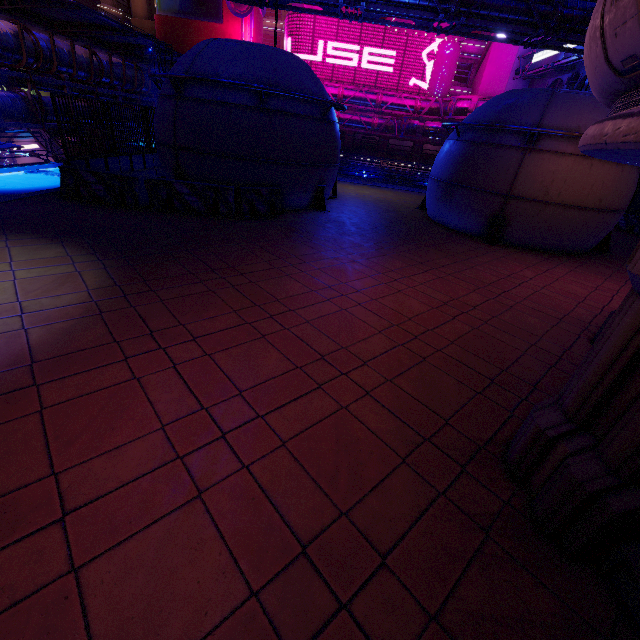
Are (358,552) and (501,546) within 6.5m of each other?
yes

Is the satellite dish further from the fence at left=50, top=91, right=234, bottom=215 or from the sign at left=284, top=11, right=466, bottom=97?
the fence at left=50, top=91, right=234, bottom=215

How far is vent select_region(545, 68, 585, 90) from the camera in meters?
27.4 m

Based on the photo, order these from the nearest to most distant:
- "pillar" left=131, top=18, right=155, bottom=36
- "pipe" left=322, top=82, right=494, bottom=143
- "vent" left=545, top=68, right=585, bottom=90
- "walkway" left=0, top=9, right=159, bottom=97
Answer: "walkway" left=0, top=9, right=159, bottom=97 → "vent" left=545, top=68, right=585, bottom=90 → "pipe" left=322, top=82, right=494, bottom=143 → "pillar" left=131, top=18, right=155, bottom=36

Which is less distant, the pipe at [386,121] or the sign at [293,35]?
the pipe at [386,121]

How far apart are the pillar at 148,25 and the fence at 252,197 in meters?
61.7

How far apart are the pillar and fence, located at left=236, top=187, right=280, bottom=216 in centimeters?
6173cm

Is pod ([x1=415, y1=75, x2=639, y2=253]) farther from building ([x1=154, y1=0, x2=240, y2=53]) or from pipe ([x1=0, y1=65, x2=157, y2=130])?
building ([x1=154, y1=0, x2=240, y2=53])
